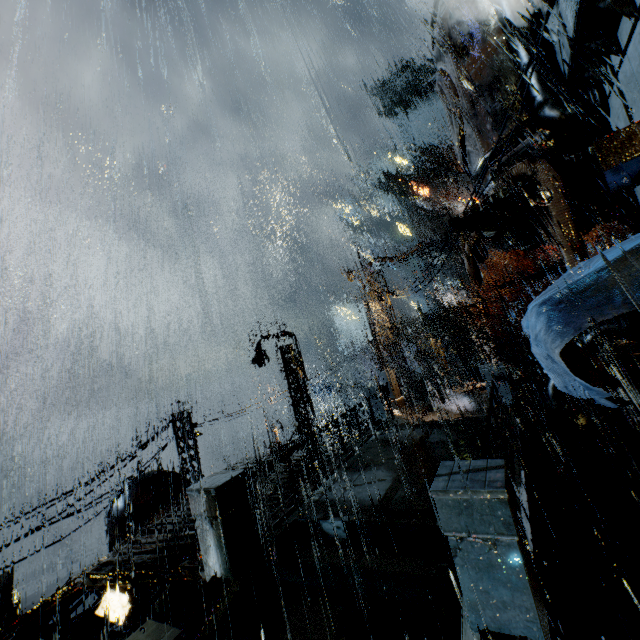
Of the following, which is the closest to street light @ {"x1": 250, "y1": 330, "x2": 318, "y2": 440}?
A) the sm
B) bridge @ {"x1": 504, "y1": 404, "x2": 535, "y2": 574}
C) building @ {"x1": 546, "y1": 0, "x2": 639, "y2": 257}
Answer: bridge @ {"x1": 504, "y1": 404, "x2": 535, "y2": 574}

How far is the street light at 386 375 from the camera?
18.42m

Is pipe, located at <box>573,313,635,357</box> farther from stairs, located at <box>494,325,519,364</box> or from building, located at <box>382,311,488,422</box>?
stairs, located at <box>494,325,519,364</box>

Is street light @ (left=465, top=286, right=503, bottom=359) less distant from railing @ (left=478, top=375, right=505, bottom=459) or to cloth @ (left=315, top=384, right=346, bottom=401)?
railing @ (left=478, top=375, right=505, bottom=459)

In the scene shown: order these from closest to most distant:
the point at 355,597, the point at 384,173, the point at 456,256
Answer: the point at 355,597, the point at 384,173, the point at 456,256

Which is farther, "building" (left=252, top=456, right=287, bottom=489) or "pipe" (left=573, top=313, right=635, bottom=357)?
"building" (left=252, top=456, right=287, bottom=489)

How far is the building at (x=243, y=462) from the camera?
14.86m

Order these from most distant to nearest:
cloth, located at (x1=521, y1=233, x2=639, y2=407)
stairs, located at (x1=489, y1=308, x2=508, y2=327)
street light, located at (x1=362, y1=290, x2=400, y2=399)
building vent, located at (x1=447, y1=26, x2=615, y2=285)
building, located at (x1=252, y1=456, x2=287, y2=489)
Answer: stairs, located at (x1=489, y1=308, x2=508, y2=327)
street light, located at (x1=362, y1=290, x2=400, y2=399)
building, located at (x1=252, y1=456, x2=287, y2=489)
building vent, located at (x1=447, y1=26, x2=615, y2=285)
cloth, located at (x1=521, y1=233, x2=639, y2=407)
